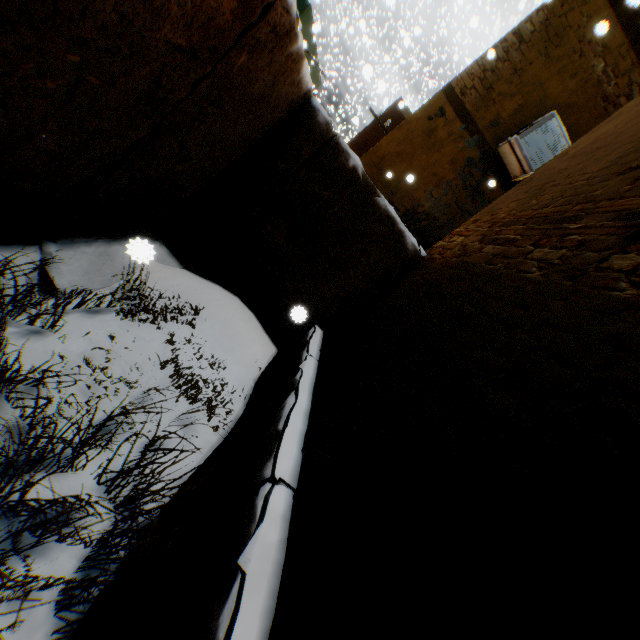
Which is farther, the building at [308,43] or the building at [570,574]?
the building at [308,43]

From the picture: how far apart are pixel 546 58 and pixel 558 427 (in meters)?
8.60

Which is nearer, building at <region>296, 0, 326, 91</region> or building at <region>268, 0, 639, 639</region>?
building at <region>268, 0, 639, 639</region>
